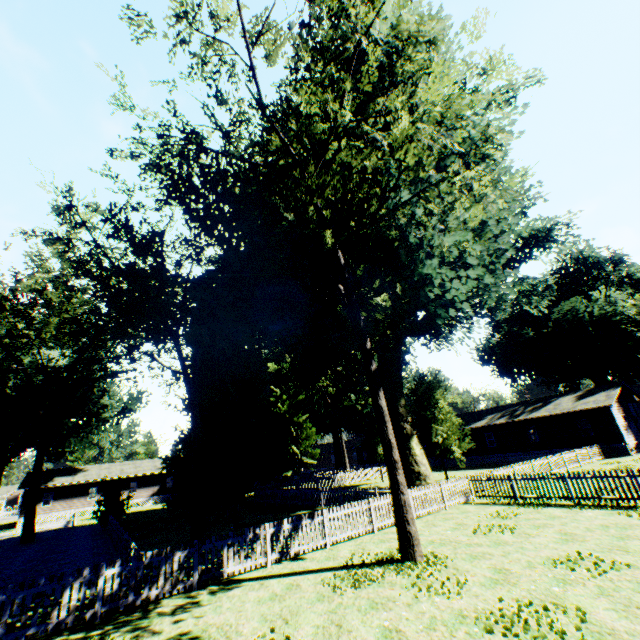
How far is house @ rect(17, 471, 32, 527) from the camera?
40.91m

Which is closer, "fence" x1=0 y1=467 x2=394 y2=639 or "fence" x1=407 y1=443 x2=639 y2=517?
"fence" x1=0 y1=467 x2=394 y2=639

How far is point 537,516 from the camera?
12.96m

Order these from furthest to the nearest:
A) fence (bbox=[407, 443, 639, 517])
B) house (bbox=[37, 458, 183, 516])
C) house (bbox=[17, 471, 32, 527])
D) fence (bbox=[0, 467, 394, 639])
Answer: house (bbox=[37, 458, 183, 516]) → house (bbox=[17, 471, 32, 527]) → fence (bbox=[407, 443, 639, 517]) → fence (bbox=[0, 467, 394, 639])

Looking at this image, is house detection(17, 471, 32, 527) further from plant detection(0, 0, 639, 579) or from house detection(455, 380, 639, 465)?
house detection(455, 380, 639, 465)

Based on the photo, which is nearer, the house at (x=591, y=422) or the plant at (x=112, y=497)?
the plant at (x=112, y=497)

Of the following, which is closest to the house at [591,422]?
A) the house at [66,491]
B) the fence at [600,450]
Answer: the fence at [600,450]
